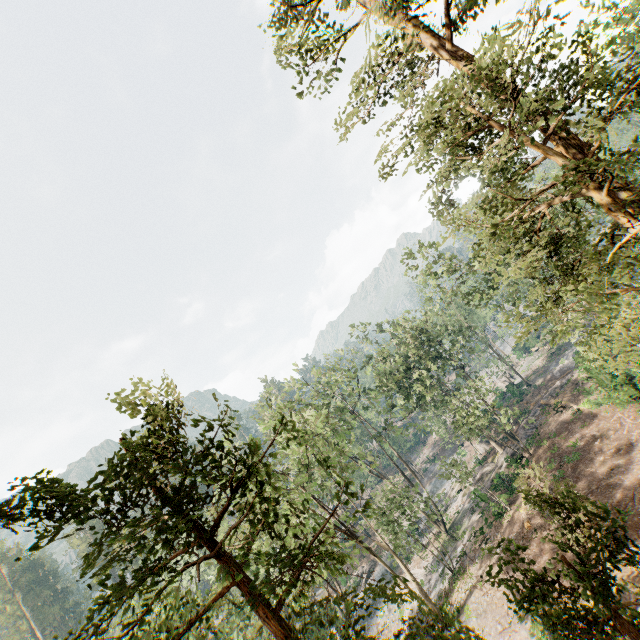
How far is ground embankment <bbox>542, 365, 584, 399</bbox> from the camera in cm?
3443

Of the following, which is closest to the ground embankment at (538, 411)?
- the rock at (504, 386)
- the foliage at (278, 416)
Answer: the foliage at (278, 416)

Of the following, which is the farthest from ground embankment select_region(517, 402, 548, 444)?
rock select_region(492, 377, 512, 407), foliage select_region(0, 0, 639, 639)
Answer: rock select_region(492, 377, 512, 407)

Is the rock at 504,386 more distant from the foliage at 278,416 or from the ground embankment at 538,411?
the ground embankment at 538,411

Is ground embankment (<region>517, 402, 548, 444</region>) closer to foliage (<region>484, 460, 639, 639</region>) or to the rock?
foliage (<region>484, 460, 639, 639</region>)

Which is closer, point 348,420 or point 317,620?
point 317,620

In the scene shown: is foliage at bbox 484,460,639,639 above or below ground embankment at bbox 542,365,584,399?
above
